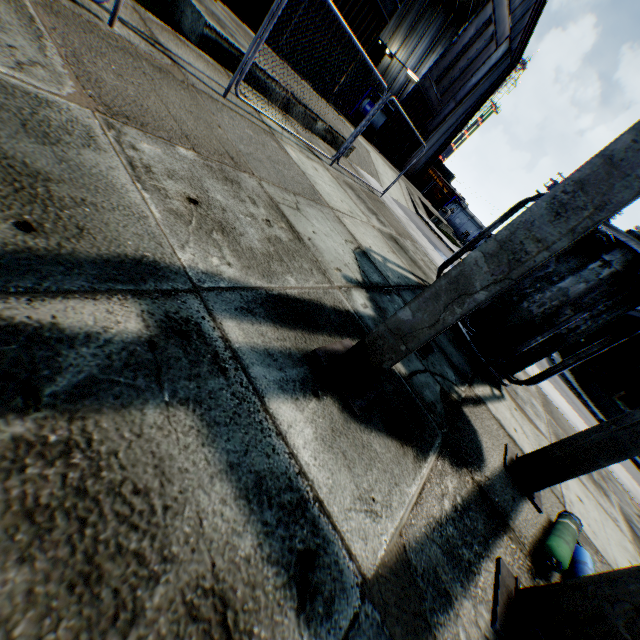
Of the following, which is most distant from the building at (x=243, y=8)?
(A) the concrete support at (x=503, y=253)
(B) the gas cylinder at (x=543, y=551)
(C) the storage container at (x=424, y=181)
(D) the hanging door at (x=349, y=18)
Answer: (B) the gas cylinder at (x=543, y=551)

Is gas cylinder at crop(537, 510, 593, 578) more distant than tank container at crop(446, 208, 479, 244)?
No

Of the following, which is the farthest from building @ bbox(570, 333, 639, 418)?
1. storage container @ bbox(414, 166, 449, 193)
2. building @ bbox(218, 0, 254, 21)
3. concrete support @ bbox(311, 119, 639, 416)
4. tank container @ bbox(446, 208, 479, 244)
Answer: concrete support @ bbox(311, 119, 639, 416)

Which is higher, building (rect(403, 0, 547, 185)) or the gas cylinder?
building (rect(403, 0, 547, 185))

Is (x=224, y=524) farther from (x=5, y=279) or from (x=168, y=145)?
(x=168, y=145)

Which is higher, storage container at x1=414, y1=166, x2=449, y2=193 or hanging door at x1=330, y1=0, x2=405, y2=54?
hanging door at x1=330, y1=0, x2=405, y2=54

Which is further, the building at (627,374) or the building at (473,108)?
the building at (627,374)

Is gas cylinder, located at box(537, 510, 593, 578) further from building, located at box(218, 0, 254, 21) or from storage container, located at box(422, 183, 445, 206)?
storage container, located at box(422, 183, 445, 206)
